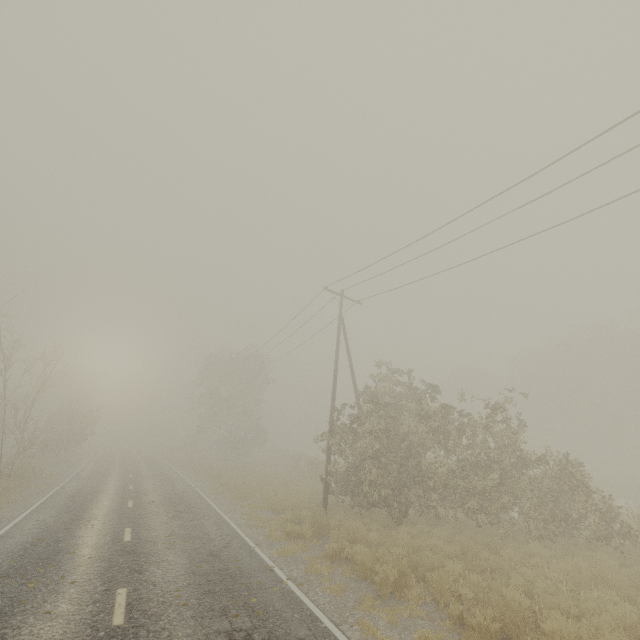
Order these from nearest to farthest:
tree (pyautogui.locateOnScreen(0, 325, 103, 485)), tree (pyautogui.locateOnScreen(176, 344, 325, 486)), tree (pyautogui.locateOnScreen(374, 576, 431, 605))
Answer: tree (pyautogui.locateOnScreen(374, 576, 431, 605)), tree (pyautogui.locateOnScreen(0, 325, 103, 485)), tree (pyautogui.locateOnScreen(176, 344, 325, 486))

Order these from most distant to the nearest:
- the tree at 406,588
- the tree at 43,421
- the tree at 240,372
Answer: the tree at 240,372, the tree at 43,421, the tree at 406,588

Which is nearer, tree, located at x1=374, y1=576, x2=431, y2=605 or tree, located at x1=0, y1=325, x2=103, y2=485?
tree, located at x1=374, y1=576, x2=431, y2=605

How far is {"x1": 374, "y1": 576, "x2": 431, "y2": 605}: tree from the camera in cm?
752

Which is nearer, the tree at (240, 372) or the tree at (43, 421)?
the tree at (43, 421)

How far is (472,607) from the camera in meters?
7.4 m
